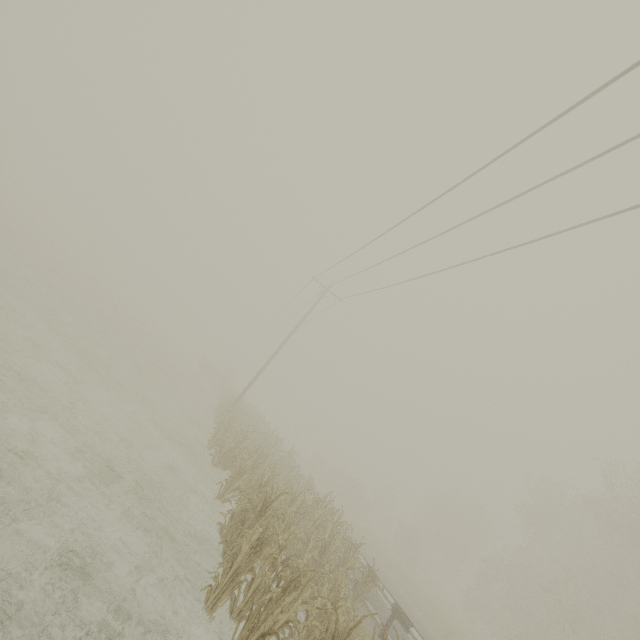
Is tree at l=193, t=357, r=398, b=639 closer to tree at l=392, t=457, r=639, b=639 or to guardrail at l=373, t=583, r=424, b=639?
guardrail at l=373, t=583, r=424, b=639

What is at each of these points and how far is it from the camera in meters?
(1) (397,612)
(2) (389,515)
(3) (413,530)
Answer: (1) guardrail, 9.7 m
(2) tree, 51.6 m
(3) tree, 43.2 m

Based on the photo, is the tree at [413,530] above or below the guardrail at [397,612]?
above

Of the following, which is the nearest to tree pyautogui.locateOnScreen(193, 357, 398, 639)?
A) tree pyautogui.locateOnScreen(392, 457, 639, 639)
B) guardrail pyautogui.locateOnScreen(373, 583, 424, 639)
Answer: guardrail pyautogui.locateOnScreen(373, 583, 424, 639)

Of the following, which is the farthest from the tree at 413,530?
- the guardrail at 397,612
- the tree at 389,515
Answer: the tree at 389,515

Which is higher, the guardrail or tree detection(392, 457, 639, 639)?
tree detection(392, 457, 639, 639)

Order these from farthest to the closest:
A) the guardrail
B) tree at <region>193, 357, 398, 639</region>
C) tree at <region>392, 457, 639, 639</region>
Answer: tree at <region>392, 457, 639, 639</region>, the guardrail, tree at <region>193, 357, 398, 639</region>
